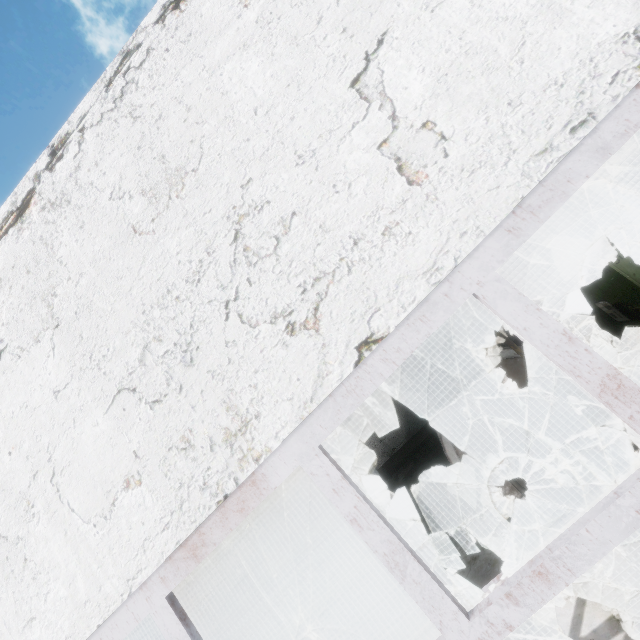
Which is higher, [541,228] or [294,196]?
[294,196]

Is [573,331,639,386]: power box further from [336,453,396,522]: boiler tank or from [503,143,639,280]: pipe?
[503,143,639,280]: pipe

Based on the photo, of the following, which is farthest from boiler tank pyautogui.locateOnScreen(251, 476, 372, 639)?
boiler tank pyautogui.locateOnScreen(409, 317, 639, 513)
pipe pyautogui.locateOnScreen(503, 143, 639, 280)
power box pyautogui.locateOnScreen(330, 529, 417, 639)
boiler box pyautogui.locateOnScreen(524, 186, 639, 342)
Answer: pipe pyautogui.locateOnScreen(503, 143, 639, 280)

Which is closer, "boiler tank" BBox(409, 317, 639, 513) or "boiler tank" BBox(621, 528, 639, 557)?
"boiler tank" BBox(621, 528, 639, 557)

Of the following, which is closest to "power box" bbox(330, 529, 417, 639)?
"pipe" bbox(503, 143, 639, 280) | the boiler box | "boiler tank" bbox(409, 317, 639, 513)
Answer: "boiler tank" bbox(409, 317, 639, 513)

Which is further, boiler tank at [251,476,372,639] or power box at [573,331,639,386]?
boiler tank at [251,476,372,639]

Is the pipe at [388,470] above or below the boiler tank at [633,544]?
above

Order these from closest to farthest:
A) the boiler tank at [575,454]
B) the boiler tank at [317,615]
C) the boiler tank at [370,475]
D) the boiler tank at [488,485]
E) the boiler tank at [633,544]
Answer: the boiler tank at [633,544]
the boiler tank at [575,454]
the boiler tank at [488,485]
the boiler tank at [317,615]
the boiler tank at [370,475]
